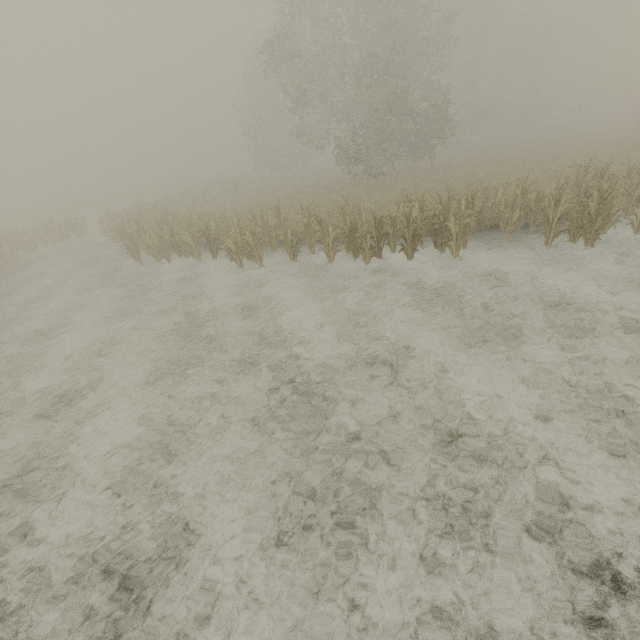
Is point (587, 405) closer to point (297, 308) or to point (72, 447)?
point (297, 308)
